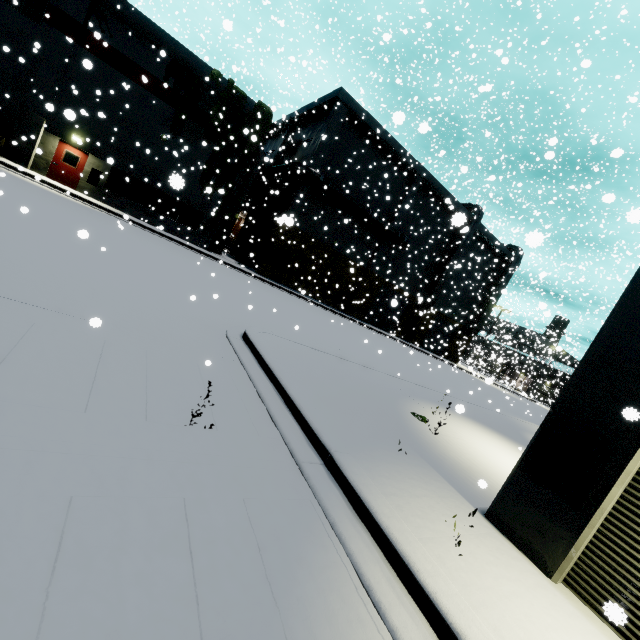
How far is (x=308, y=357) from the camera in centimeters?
848cm

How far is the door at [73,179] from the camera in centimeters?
1900cm

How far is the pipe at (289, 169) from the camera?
25.2 meters

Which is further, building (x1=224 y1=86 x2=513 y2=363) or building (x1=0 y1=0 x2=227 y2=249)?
building (x1=224 y1=86 x2=513 y2=363)

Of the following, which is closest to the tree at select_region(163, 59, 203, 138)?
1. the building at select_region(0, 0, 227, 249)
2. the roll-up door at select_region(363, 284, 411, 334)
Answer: the building at select_region(0, 0, 227, 249)

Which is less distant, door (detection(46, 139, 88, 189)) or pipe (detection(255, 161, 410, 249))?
door (detection(46, 139, 88, 189))

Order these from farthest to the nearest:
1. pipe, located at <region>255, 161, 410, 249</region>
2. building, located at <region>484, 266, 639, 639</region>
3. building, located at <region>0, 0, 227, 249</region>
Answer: pipe, located at <region>255, 161, 410, 249</region>, building, located at <region>0, 0, 227, 249</region>, building, located at <region>484, 266, 639, 639</region>
